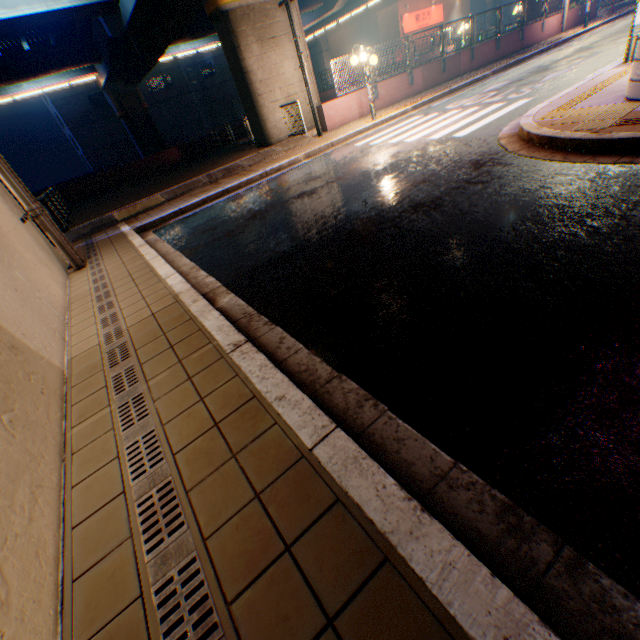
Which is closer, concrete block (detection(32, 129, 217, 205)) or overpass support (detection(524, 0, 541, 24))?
concrete block (detection(32, 129, 217, 205))

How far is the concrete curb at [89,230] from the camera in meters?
10.0

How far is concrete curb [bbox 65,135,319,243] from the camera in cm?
1004

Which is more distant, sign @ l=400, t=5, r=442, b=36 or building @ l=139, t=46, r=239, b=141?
building @ l=139, t=46, r=239, b=141

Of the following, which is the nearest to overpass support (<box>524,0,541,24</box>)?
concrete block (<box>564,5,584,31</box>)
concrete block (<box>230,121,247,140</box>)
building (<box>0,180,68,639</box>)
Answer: concrete block (<box>230,121,247,140</box>)

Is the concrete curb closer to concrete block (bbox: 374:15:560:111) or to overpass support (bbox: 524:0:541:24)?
concrete block (bbox: 374:15:560:111)

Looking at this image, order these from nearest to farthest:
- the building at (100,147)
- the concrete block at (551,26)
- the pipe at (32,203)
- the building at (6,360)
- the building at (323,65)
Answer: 1. the building at (6,360)
2. the pipe at (32,203)
3. the concrete block at (551,26)
4. the building at (100,147)
5. the building at (323,65)

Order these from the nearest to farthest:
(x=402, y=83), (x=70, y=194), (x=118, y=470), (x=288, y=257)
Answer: (x=118, y=470)
(x=288, y=257)
(x=402, y=83)
(x=70, y=194)
